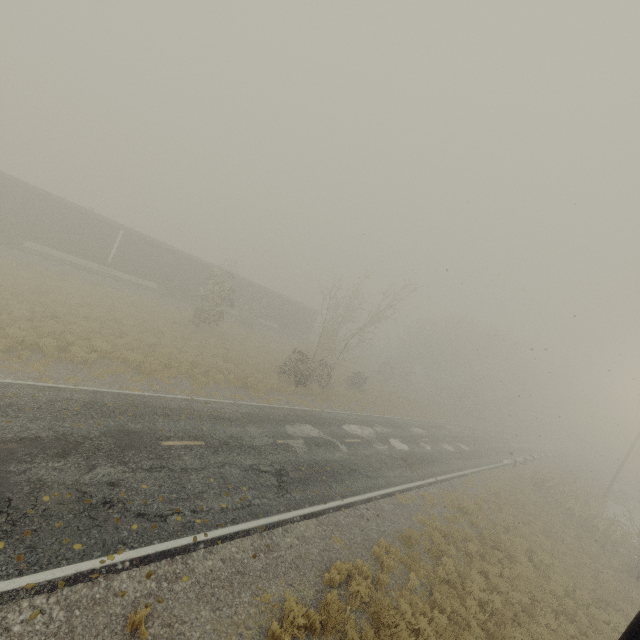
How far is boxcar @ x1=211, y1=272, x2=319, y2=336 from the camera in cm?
3728

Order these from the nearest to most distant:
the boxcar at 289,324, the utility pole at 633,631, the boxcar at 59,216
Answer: the utility pole at 633,631, the boxcar at 59,216, the boxcar at 289,324

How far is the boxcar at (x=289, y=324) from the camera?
37.3 meters

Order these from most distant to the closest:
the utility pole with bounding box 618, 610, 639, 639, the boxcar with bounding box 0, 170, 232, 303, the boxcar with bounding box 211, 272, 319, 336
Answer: the boxcar with bounding box 211, 272, 319, 336 → the boxcar with bounding box 0, 170, 232, 303 → the utility pole with bounding box 618, 610, 639, 639

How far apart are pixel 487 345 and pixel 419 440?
32.48m

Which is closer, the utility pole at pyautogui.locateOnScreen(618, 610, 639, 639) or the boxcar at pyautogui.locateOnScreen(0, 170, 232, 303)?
the utility pole at pyautogui.locateOnScreen(618, 610, 639, 639)

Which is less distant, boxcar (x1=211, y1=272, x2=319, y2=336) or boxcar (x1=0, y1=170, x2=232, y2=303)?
boxcar (x1=0, y1=170, x2=232, y2=303)
